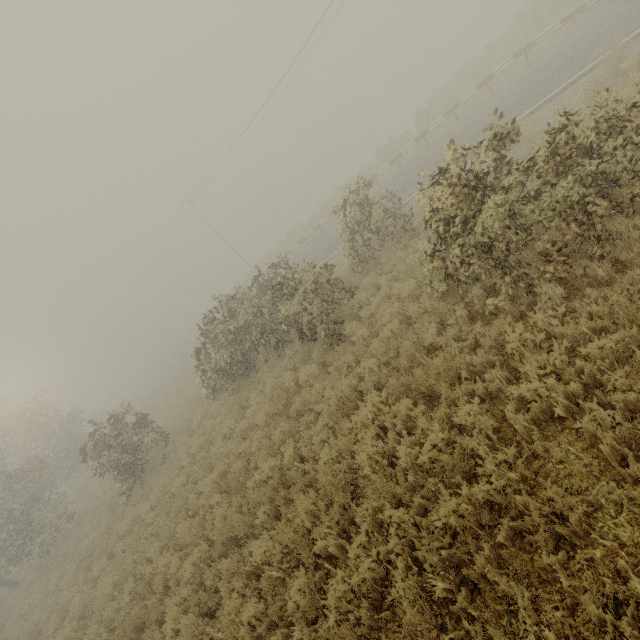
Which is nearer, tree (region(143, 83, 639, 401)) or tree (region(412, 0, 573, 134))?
tree (region(143, 83, 639, 401))

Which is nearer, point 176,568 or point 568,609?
point 568,609

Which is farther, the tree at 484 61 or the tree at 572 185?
the tree at 484 61
